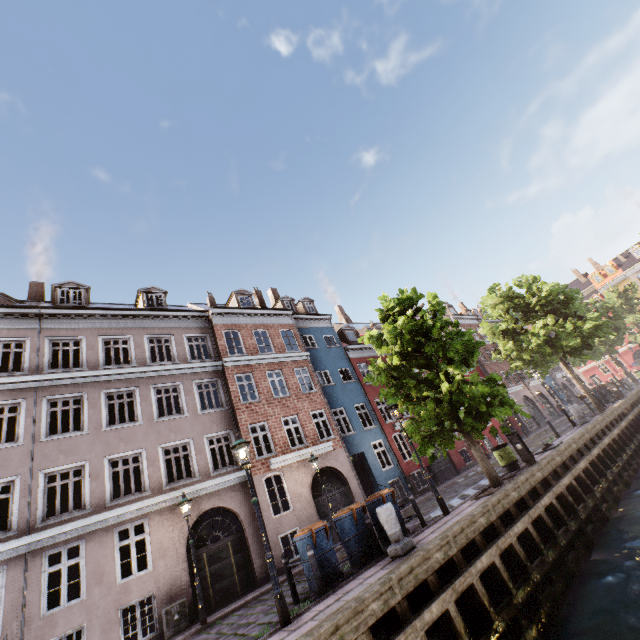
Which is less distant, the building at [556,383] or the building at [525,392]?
the building at [525,392]

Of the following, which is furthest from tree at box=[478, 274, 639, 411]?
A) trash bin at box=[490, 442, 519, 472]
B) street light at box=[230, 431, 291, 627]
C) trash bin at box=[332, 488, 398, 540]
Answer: trash bin at box=[332, 488, 398, 540]

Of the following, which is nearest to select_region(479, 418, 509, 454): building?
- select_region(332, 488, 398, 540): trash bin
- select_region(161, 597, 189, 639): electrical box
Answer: select_region(161, 597, 189, 639): electrical box

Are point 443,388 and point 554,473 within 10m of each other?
yes

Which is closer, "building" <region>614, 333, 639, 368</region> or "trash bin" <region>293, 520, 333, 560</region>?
"trash bin" <region>293, 520, 333, 560</region>

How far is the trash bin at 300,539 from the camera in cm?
820

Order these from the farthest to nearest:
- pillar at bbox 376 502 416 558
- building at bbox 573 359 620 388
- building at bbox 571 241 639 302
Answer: building at bbox 573 359 620 388
building at bbox 571 241 639 302
pillar at bbox 376 502 416 558

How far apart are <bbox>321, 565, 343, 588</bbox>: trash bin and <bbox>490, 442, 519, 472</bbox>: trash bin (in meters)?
8.15
